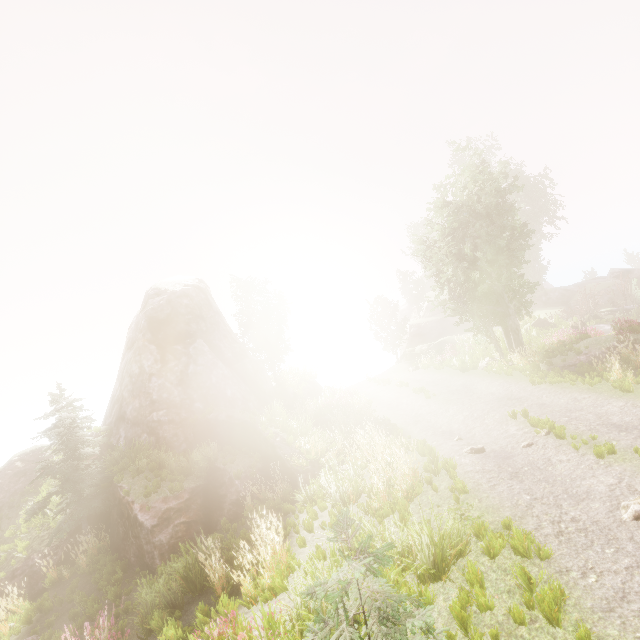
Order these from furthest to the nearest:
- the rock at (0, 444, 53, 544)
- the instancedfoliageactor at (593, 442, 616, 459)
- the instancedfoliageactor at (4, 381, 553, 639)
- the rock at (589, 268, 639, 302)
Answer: the rock at (589, 268, 639, 302), the rock at (0, 444, 53, 544), the instancedfoliageactor at (593, 442, 616, 459), the instancedfoliageactor at (4, 381, 553, 639)

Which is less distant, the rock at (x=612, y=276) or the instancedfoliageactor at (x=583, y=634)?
the instancedfoliageactor at (x=583, y=634)

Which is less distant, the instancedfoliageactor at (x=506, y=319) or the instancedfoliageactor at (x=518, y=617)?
the instancedfoliageactor at (x=518, y=617)

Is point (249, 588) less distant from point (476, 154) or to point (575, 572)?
point (575, 572)

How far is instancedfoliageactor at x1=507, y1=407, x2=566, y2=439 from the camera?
8.96m

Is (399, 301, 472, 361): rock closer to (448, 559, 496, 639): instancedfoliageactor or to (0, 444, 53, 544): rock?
(448, 559, 496, 639): instancedfoliageactor
